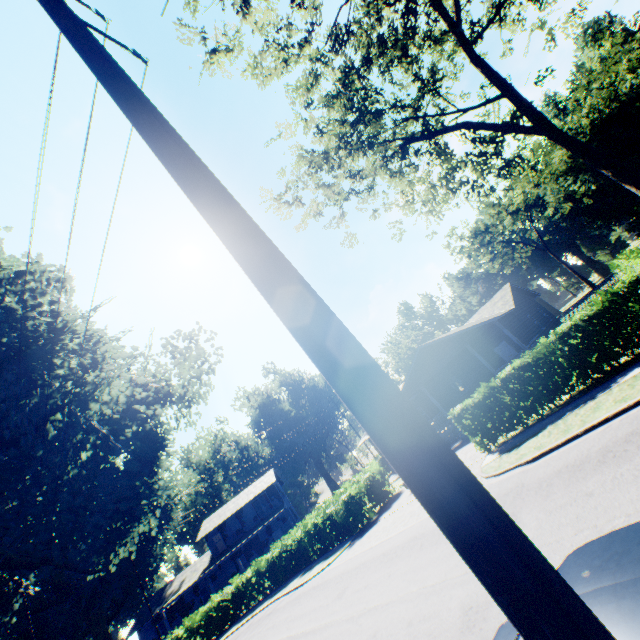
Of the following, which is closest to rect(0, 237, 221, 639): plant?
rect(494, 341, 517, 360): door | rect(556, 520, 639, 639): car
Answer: rect(556, 520, 639, 639): car

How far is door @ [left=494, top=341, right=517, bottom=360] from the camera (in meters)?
25.12

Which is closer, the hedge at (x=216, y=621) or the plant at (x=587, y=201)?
the hedge at (x=216, y=621)

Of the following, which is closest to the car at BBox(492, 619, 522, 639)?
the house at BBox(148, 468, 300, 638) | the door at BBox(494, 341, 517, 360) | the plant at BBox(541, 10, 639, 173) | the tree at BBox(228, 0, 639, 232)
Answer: the plant at BBox(541, 10, 639, 173)

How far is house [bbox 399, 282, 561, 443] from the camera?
22.6 meters

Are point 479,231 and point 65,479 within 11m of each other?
no

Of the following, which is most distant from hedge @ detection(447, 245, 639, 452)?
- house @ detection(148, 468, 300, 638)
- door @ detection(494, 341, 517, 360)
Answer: house @ detection(148, 468, 300, 638)

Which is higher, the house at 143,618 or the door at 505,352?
the house at 143,618
